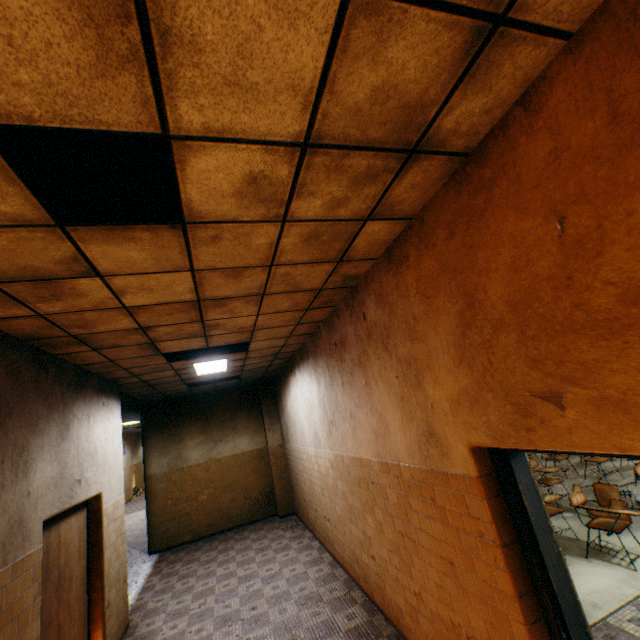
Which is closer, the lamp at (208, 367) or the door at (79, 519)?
the door at (79, 519)

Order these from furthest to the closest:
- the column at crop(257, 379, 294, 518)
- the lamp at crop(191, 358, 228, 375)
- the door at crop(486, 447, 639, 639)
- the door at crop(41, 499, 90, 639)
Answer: the column at crop(257, 379, 294, 518) < the lamp at crop(191, 358, 228, 375) < the door at crop(41, 499, 90, 639) < the door at crop(486, 447, 639, 639)

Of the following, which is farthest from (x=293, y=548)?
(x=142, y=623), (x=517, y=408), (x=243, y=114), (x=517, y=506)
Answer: (x=243, y=114)

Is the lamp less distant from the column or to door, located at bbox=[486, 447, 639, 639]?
the column

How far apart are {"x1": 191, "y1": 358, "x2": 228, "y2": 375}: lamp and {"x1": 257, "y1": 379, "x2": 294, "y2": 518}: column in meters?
3.1

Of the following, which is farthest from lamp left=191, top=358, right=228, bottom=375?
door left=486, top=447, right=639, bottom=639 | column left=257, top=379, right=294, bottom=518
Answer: door left=486, top=447, right=639, bottom=639

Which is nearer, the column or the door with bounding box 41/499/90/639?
the door with bounding box 41/499/90/639

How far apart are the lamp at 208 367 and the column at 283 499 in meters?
3.1 m
